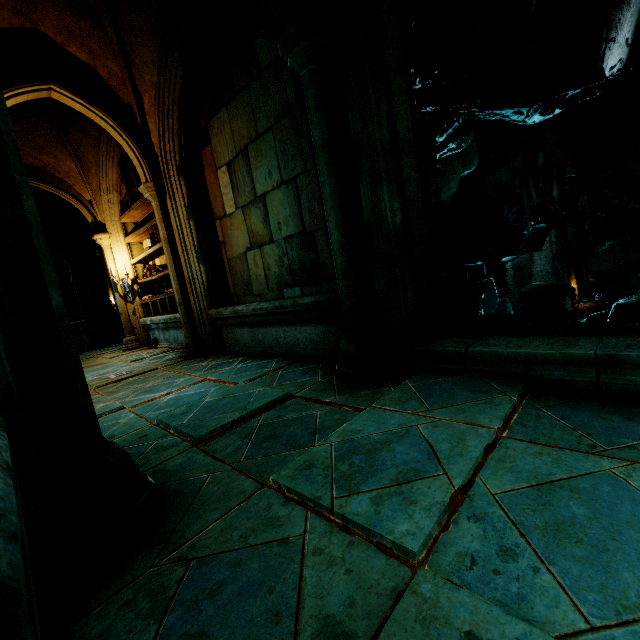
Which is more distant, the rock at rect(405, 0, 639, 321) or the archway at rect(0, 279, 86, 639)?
the rock at rect(405, 0, 639, 321)

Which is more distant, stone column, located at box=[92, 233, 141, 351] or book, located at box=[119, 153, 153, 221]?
stone column, located at box=[92, 233, 141, 351]

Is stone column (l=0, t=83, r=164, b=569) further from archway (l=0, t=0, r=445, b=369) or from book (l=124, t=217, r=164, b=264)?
book (l=124, t=217, r=164, b=264)

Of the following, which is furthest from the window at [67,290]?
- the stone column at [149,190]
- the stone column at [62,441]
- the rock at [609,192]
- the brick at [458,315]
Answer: the stone column at [62,441]

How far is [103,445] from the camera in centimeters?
166cm

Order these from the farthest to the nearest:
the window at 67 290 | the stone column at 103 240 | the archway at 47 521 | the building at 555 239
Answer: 1. the building at 555 239
2. the window at 67 290
3. the stone column at 103 240
4. the archway at 47 521

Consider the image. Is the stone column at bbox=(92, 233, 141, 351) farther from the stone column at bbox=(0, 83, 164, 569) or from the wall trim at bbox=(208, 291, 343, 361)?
the stone column at bbox=(0, 83, 164, 569)

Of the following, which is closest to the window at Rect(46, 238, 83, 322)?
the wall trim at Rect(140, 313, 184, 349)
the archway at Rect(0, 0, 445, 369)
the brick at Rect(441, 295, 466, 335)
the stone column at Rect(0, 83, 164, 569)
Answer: the archway at Rect(0, 0, 445, 369)
